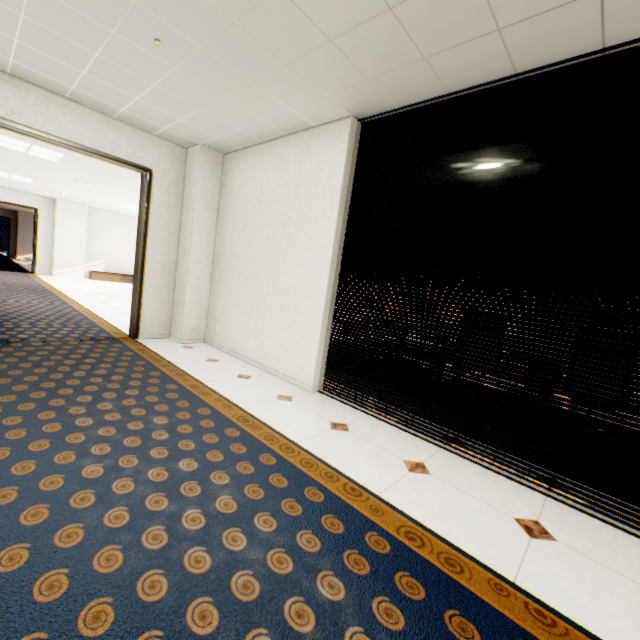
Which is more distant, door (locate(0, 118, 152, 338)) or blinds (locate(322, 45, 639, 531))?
door (locate(0, 118, 152, 338))

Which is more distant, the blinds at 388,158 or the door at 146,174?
the door at 146,174

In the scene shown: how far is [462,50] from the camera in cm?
226
